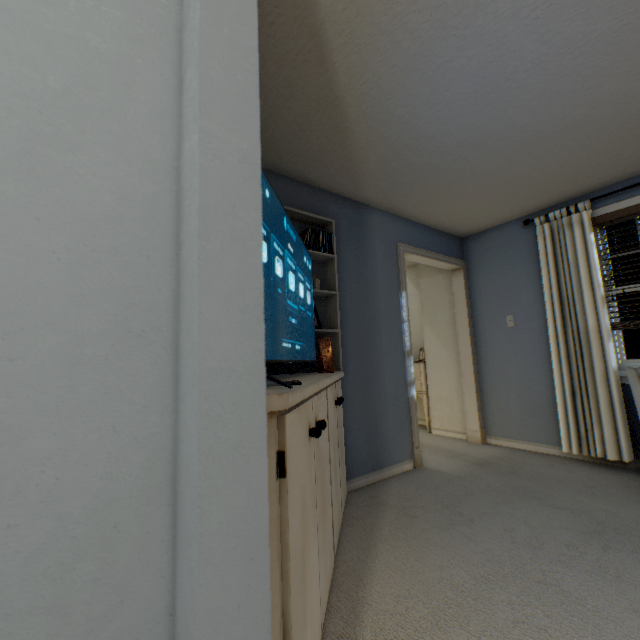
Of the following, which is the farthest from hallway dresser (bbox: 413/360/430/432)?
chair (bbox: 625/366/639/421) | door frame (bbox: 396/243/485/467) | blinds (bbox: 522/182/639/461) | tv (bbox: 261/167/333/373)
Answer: tv (bbox: 261/167/333/373)

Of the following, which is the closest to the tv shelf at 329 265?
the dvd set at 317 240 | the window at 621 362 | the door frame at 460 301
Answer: the dvd set at 317 240

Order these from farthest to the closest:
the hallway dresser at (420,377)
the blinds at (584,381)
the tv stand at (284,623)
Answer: the hallway dresser at (420,377) → the blinds at (584,381) → the tv stand at (284,623)

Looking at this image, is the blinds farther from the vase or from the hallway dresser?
the vase

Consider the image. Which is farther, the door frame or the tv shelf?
the door frame

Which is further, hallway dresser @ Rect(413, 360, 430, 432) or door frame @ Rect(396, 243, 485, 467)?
hallway dresser @ Rect(413, 360, 430, 432)

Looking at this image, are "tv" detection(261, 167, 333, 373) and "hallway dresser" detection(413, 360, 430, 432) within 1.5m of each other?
no

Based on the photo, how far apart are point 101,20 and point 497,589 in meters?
2.3
